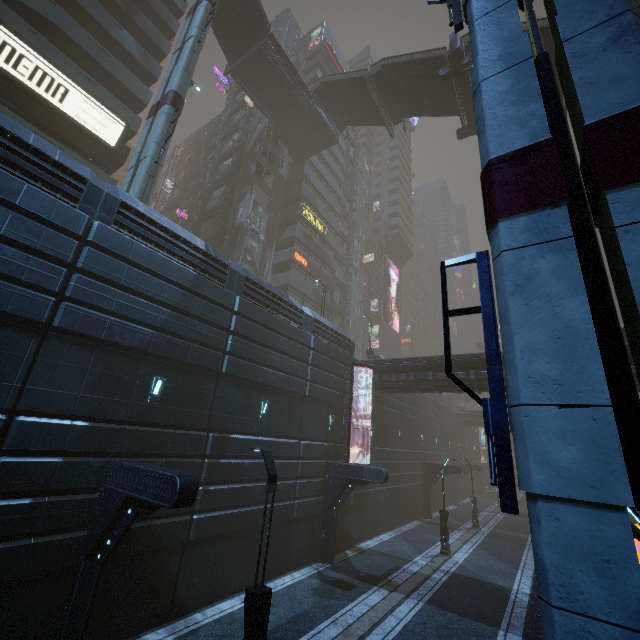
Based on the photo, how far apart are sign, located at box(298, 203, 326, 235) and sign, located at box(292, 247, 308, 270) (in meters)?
4.34

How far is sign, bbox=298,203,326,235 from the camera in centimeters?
3715cm

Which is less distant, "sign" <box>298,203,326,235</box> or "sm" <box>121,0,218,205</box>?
"sm" <box>121,0,218,205</box>

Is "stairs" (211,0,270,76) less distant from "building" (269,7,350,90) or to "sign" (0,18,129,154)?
"building" (269,7,350,90)

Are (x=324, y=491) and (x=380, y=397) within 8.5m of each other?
no

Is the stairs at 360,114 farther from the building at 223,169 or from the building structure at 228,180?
the building structure at 228,180

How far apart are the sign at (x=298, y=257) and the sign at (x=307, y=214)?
4.34m

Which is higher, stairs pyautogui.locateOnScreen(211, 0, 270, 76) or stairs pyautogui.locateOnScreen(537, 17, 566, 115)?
stairs pyautogui.locateOnScreen(211, 0, 270, 76)
